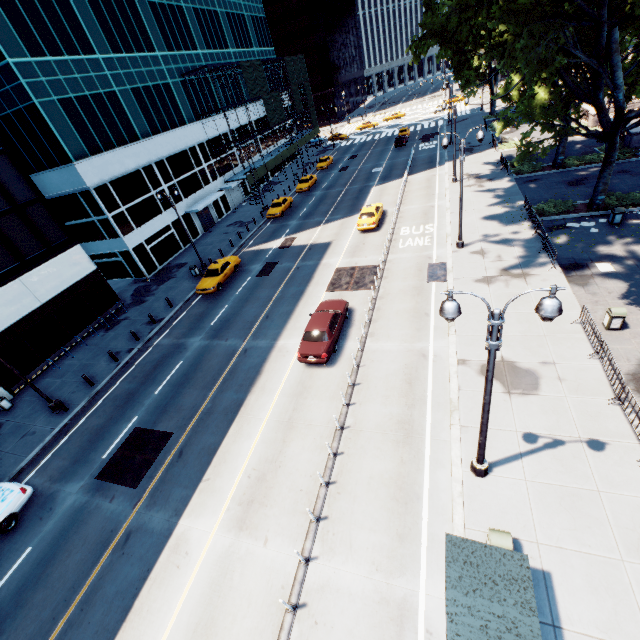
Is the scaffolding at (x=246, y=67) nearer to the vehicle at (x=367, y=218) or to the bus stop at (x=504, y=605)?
the vehicle at (x=367, y=218)

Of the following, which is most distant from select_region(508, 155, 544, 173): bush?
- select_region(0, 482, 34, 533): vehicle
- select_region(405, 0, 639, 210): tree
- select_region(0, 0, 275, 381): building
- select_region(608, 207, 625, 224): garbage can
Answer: select_region(0, 482, 34, 533): vehicle

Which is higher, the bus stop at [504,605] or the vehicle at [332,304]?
the bus stop at [504,605]

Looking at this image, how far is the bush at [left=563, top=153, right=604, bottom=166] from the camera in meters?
28.7 m

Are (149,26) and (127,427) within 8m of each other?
no

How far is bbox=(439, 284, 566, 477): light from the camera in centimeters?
638cm

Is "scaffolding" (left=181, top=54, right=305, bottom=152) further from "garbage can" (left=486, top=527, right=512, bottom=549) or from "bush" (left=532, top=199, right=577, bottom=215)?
"garbage can" (left=486, top=527, right=512, bottom=549)

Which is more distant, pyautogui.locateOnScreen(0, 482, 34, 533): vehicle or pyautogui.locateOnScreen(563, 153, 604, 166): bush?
pyautogui.locateOnScreen(563, 153, 604, 166): bush
